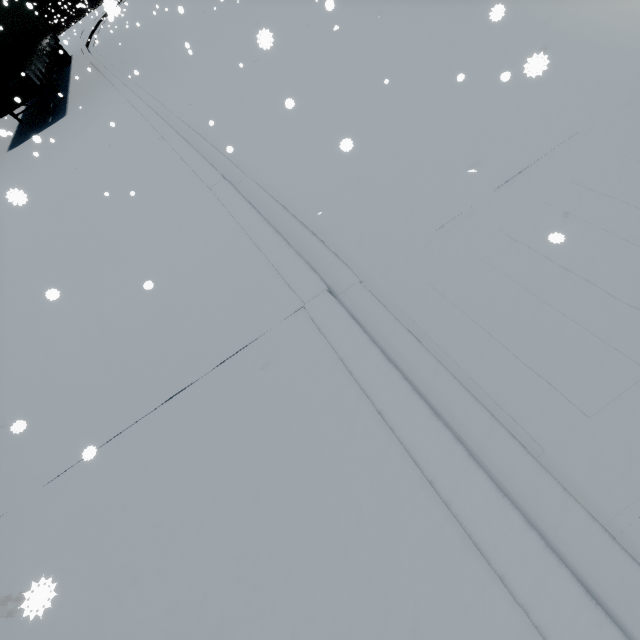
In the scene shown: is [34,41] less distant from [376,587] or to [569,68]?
[569,68]
